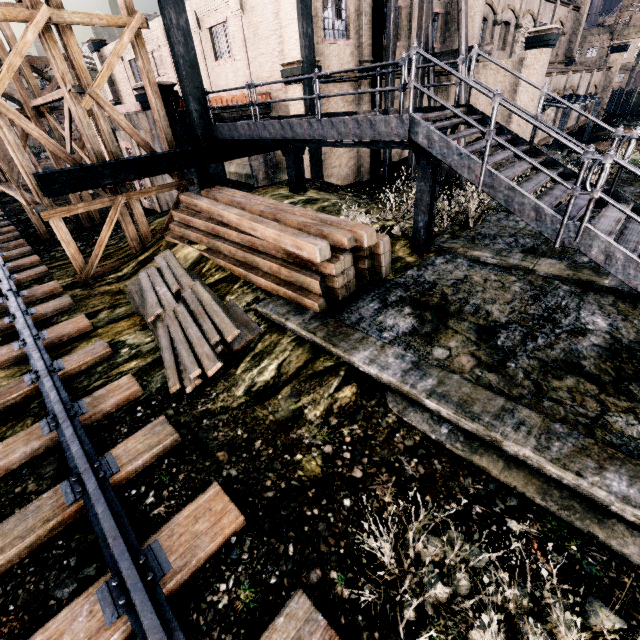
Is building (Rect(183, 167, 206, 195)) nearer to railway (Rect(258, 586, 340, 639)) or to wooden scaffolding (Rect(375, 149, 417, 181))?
wooden scaffolding (Rect(375, 149, 417, 181))

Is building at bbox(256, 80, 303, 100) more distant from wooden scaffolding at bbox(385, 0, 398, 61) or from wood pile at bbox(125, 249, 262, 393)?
wood pile at bbox(125, 249, 262, 393)

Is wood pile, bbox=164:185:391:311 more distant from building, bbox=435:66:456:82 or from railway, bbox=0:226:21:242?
railway, bbox=0:226:21:242

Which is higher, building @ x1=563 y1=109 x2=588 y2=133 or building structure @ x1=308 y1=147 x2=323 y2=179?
building structure @ x1=308 y1=147 x2=323 y2=179

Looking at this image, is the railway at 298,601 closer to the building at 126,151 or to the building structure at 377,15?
the building structure at 377,15

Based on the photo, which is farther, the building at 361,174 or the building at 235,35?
the building at 361,174

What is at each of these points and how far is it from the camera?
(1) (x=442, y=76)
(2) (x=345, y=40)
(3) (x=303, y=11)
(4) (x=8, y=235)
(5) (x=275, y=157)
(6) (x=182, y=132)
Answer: (1) building, 23.5 meters
(2) building, 16.5 meters
(3) building structure, 13.9 meters
(4) railway, 17.6 meters
(5) building, 19.9 meters
(6) stairs, 14.2 meters

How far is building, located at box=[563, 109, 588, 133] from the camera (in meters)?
29.52
